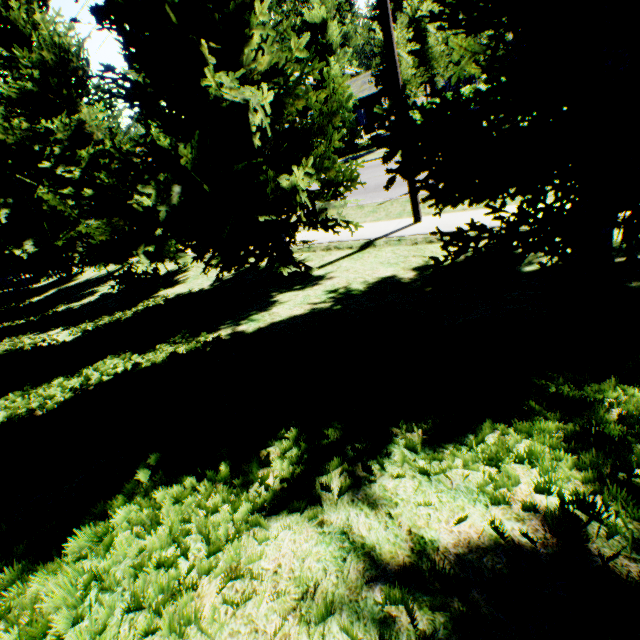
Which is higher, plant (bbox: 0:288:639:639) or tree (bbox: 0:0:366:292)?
tree (bbox: 0:0:366:292)

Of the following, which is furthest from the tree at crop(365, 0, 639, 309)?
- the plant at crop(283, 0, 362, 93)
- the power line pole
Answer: the plant at crop(283, 0, 362, 93)

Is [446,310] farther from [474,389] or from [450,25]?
[450,25]

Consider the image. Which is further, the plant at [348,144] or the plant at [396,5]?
the plant at [396,5]

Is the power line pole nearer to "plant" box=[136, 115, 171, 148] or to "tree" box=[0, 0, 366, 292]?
"tree" box=[0, 0, 366, 292]

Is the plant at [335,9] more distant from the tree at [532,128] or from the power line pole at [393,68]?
the power line pole at [393,68]

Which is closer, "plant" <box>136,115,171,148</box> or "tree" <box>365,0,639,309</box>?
"tree" <box>365,0,639,309</box>
